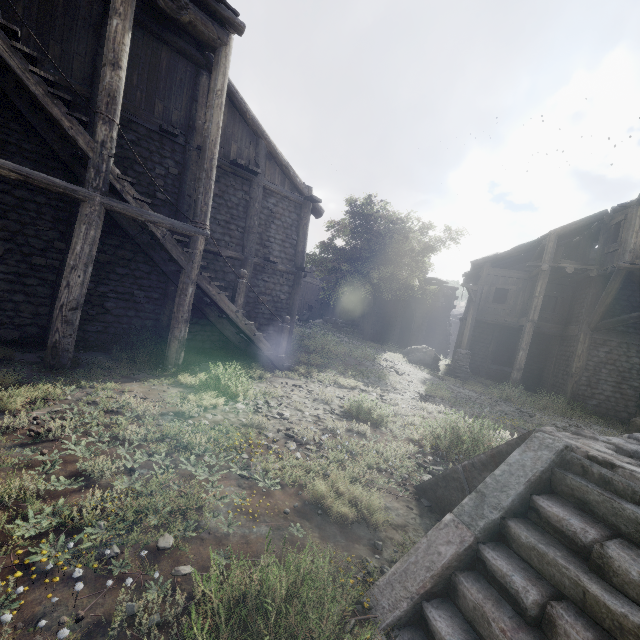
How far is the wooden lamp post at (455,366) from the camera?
17.1 meters

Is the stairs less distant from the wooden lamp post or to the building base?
the building base

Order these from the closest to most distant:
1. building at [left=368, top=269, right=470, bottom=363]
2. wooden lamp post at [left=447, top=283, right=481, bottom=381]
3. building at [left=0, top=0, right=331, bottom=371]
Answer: building at [left=0, top=0, right=331, bottom=371] → wooden lamp post at [left=447, top=283, right=481, bottom=381] → building at [left=368, top=269, right=470, bottom=363]

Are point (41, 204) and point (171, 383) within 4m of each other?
no

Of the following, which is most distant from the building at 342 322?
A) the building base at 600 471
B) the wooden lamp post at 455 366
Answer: the building base at 600 471

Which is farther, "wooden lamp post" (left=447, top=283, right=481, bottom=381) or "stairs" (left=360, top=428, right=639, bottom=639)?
"wooden lamp post" (left=447, top=283, right=481, bottom=381)

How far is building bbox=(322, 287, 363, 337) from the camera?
31.12m

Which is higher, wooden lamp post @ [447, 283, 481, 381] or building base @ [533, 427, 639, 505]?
building base @ [533, 427, 639, 505]
